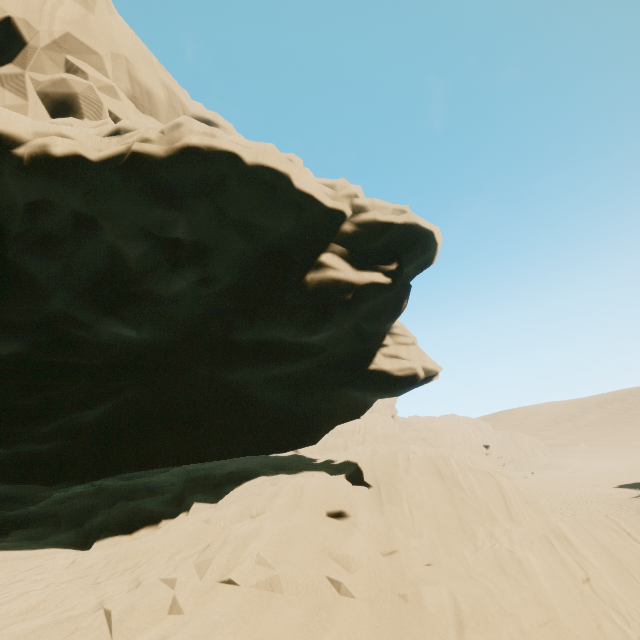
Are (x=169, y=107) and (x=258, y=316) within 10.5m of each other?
no
